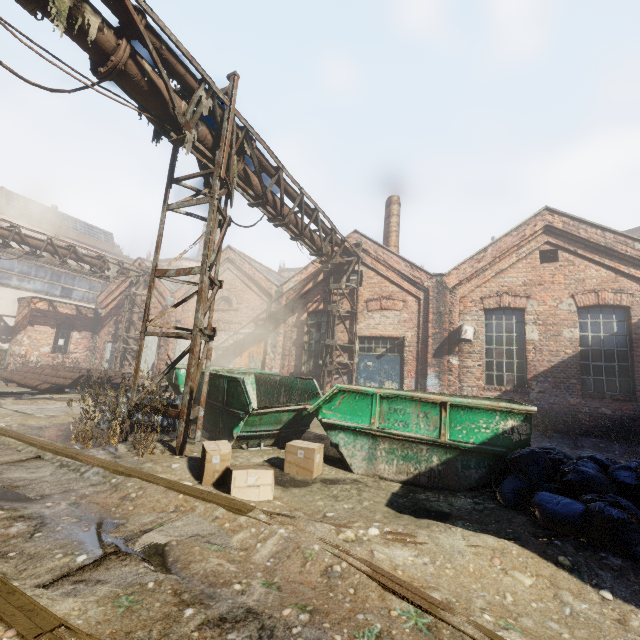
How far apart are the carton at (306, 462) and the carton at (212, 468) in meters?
0.7 m

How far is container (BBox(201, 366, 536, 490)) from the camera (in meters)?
4.71

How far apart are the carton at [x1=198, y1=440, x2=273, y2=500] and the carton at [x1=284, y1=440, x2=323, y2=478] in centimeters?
65cm

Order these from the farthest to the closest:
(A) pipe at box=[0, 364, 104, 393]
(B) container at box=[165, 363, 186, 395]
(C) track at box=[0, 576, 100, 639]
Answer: (A) pipe at box=[0, 364, 104, 393]
(B) container at box=[165, 363, 186, 395]
(C) track at box=[0, 576, 100, 639]

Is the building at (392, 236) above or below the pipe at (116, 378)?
above

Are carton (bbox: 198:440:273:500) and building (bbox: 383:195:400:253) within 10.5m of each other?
no

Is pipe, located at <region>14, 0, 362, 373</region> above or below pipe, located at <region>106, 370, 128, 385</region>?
above

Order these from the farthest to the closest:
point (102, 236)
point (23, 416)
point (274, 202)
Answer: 1. point (102, 236)
2. point (274, 202)
3. point (23, 416)
